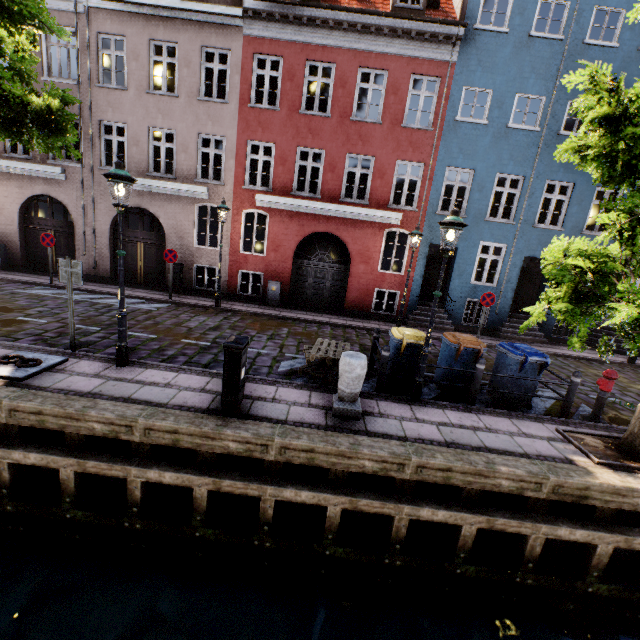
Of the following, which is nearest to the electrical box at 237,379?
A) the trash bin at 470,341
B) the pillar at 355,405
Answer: the pillar at 355,405

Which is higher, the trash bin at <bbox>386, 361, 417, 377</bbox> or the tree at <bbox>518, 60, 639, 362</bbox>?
the tree at <bbox>518, 60, 639, 362</bbox>

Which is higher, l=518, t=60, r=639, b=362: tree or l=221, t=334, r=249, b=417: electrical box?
l=518, t=60, r=639, b=362: tree

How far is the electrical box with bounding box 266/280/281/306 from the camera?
13.6m

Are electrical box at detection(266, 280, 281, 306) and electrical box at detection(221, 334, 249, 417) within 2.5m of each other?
no

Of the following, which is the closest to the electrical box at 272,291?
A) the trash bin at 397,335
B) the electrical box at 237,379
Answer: the trash bin at 397,335

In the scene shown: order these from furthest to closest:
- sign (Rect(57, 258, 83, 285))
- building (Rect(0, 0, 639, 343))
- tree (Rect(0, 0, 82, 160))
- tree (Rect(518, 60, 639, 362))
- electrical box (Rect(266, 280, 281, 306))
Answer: electrical box (Rect(266, 280, 281, 306)) → building (Rect(0, 0, 639, 343)) → sign (Rect(57, 258, 83, 285)) → tree (Rect(0, 0, 82, 160)) → tree (Rect(518, 60, 639, 362))

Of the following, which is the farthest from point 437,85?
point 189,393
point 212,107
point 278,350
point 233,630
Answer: point 233,630
